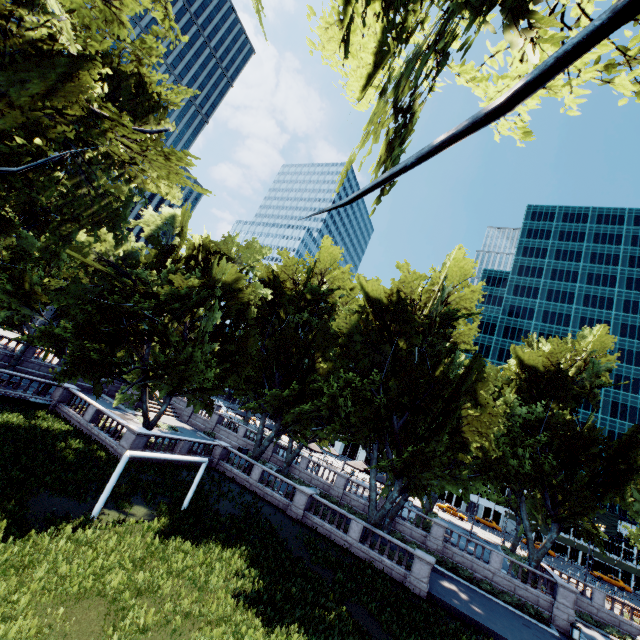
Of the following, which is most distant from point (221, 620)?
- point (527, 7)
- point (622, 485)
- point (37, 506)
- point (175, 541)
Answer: point (622, 485)

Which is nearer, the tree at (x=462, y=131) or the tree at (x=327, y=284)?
the tree at (x=462, y=131)

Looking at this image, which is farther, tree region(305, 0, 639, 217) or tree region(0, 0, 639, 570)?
tree region(0, 0, 639, 570)
